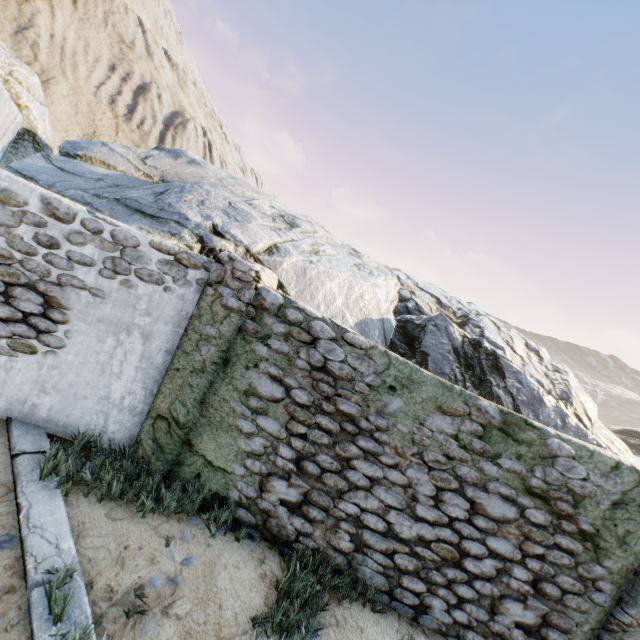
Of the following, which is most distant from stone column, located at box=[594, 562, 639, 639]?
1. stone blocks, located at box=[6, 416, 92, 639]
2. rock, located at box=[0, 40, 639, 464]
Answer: stone blocks, located at box=[6, 416, 92, 639]

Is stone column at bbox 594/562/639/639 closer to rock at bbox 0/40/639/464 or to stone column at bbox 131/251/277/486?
rock at bbox 0/40/639/464

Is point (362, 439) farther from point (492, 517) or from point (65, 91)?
point (65, 91)

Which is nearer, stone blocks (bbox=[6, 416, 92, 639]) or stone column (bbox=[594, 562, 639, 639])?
stone blocks (bbox=[6, 416, 92, 639])

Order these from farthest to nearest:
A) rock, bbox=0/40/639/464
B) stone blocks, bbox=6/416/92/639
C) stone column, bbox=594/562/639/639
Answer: rock, bbox=0/40/639/464, stone column, bbox=594/562/639/639, stone blocks, bbox=6/416/92/639

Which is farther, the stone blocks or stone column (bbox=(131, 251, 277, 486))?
stone column (bbox=(131, 251, 277, 486))

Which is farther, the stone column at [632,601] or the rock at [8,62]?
the rock at [8,62]

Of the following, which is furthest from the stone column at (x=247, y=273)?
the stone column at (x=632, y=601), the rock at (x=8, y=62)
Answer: the stone column at (x=632, y=601)
